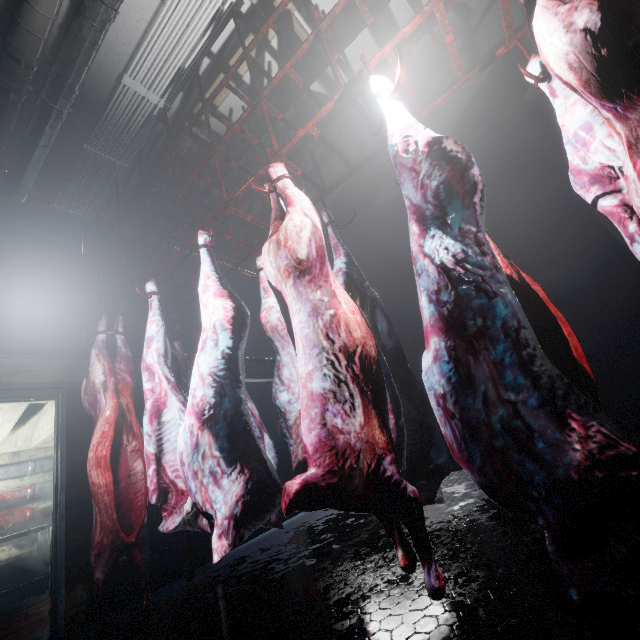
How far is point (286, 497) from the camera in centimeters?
107cm

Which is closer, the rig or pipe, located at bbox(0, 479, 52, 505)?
the rig

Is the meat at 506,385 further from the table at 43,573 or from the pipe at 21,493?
the pipe at 21,493

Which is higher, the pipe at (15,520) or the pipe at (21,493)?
the pipe at (21,493)

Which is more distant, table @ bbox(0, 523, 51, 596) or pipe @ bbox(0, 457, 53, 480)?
pipe @ bbox(0, 457, 53, 480)

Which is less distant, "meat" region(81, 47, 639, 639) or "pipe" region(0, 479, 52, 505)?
"meat" region(81, 47, 639, 639)

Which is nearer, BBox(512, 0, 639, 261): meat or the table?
BBox(512, 0, 639, 261): meat

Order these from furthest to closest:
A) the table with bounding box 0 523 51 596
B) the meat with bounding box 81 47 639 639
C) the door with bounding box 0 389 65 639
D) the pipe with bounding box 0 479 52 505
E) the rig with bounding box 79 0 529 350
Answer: the pipe with bounding box 0 479 52 505 < the table with bounding box 0 523 51 596 < the door with bounding box 0 389 65 639 < the rig with bounding box 79 0 529 350 < the meat with bounding box 81 47 639 639
